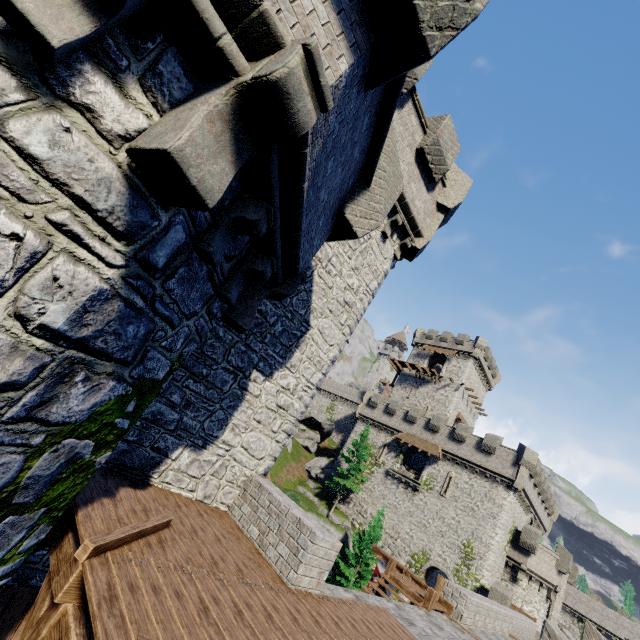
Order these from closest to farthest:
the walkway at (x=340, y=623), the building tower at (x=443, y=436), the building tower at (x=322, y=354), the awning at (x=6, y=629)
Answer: the walkway at (x=340, y=623) < the awning at (x=6, y=629) < the building tower at (x=322, y=354) < the building tower at (x=443, y=436)

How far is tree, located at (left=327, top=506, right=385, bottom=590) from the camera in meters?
25.8 m

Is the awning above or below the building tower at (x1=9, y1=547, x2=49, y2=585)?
below

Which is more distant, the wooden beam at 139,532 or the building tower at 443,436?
the building tower at 443,436

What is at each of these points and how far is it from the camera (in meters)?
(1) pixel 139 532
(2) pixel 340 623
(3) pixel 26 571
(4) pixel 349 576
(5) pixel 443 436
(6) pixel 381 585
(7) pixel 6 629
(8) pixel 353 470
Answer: (1) wooden beam, 4.30
(2) walkway, 5.83
(3) building tower, 5.34
(4) tree, 25.58
(5) building tower, 36.66
(6) stairs, 12.49
(7) awning, 4.80
(8) tree, 36.00

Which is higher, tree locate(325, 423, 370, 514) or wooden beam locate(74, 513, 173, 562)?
tree locate(325, 423, 370, 514)

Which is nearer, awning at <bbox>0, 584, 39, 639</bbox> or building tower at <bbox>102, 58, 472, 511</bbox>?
awning at <bbox>0, 584, 39, 639</bbox>

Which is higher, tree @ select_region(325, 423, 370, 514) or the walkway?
tree @ select_region(325, 423, 370, 514)
